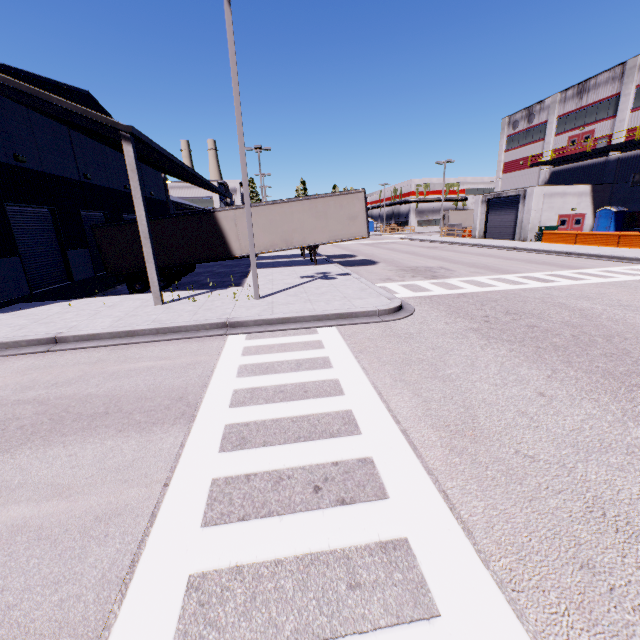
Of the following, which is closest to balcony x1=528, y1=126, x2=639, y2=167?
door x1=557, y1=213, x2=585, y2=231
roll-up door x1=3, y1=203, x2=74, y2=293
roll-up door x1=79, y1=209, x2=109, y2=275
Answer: door x1=557, y1=213, x2=585, y2=231

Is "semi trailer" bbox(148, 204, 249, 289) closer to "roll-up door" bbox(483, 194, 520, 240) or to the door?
"roll-up door" bbox(483, 194, 520, 240)

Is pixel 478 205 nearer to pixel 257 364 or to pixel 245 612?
pixel 257 364

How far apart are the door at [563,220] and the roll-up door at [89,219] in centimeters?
3685cm

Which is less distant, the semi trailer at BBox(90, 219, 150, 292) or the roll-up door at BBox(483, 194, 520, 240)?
the semi trailer at BBox(90, 219, 150, 292)

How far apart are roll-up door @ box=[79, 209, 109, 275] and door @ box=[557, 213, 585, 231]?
36.8m

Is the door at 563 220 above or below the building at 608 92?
below
